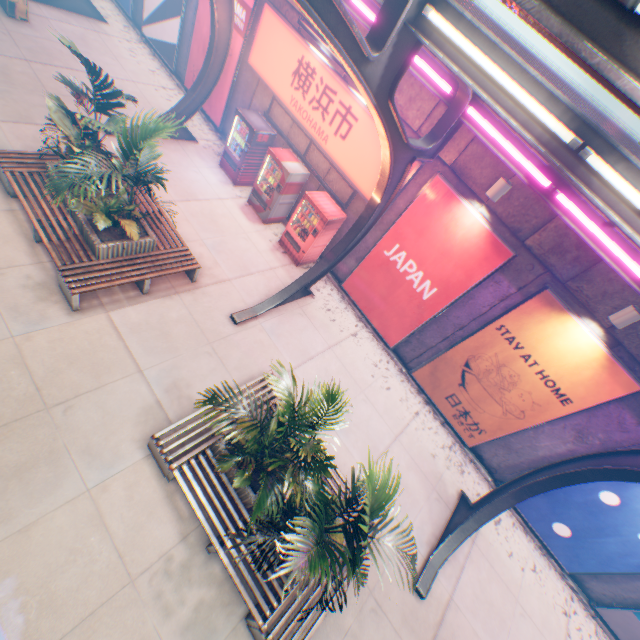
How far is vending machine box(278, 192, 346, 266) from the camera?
9.2 meters

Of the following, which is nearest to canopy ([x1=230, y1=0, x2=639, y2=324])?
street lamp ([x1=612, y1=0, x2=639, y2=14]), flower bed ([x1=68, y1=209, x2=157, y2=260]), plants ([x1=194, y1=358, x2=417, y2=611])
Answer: street lamp ([x1=612, y1=0, x2=639, y2=14])

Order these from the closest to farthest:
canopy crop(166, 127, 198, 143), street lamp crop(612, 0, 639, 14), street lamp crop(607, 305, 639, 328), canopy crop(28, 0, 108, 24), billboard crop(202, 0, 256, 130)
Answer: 1. street lamp crop(612, 0, 639, 14)
2. street lamp crop(607, 305, 639, 328)
3. billboard crop(202, 0, 256, 130)
4. canopy crop(166, 127, 198, 143)
5. canopy crop(28, 0, 108, 24)

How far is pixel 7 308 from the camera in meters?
5.8

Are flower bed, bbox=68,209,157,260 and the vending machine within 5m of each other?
yes

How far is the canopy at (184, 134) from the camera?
10.7 meters

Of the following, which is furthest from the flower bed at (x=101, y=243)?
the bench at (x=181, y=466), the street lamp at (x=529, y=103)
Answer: the street lamp at (x=529, y=103)

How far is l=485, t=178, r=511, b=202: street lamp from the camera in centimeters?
659cm
